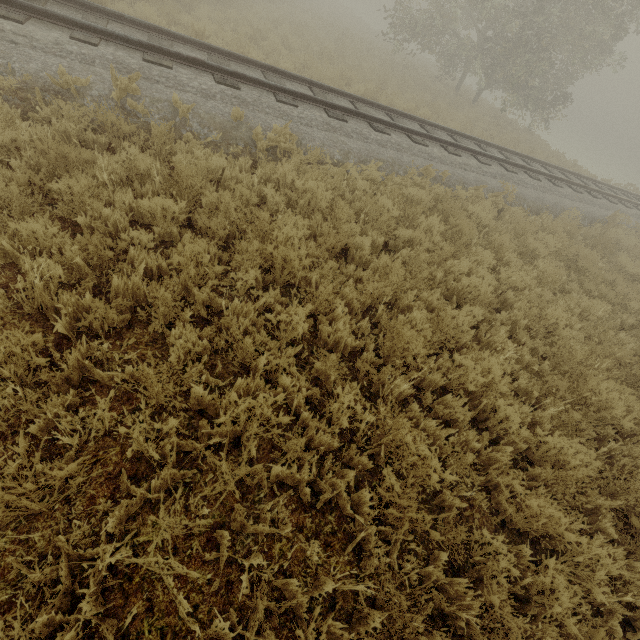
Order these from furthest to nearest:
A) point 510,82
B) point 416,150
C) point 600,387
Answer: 1. point 510,82
2. point 416,150
3. point 600,387
